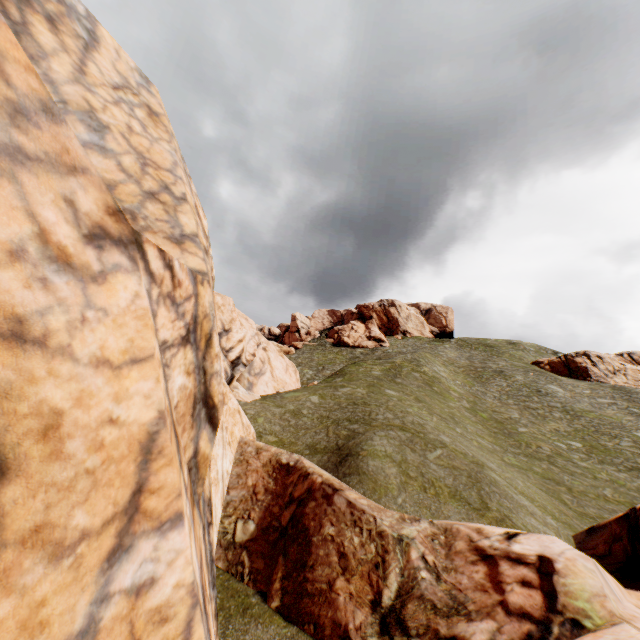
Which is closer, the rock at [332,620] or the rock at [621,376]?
the rock at [332,620]

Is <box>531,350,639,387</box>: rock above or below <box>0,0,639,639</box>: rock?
above

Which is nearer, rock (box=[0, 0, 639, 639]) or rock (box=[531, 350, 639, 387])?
rock (box=[0, 0, 639, 639])

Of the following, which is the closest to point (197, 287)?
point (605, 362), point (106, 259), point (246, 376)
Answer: point (106, 259)

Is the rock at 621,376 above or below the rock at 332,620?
above
